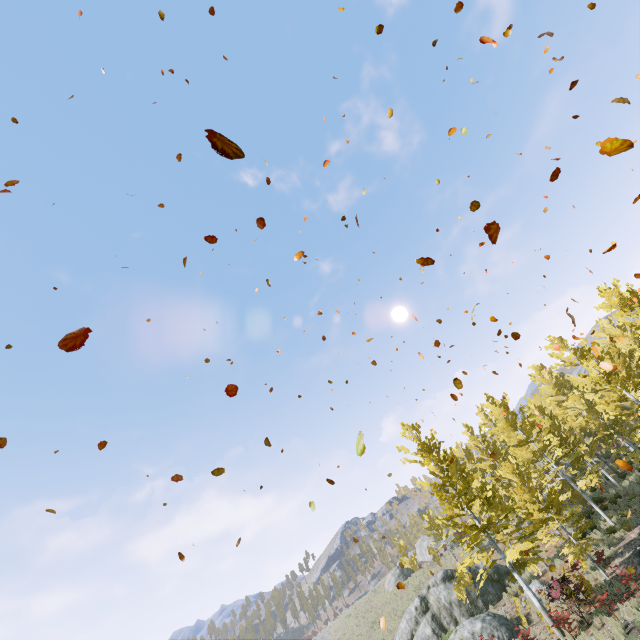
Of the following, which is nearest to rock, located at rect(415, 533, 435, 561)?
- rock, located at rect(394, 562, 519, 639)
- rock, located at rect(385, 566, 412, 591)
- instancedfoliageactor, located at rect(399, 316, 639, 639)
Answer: rock, located at rect(385, 566, 412, 591)

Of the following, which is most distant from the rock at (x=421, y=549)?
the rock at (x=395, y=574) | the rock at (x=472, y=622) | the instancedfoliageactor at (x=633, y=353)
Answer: the rock at (x=472, y=622)

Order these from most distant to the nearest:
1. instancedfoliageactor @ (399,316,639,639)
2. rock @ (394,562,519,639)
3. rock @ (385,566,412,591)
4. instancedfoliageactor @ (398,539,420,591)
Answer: rock @ (385,566,412,591) < instancedfoliageactor @ (398,539,420,591) < rock @ (394,562,519,639) < instancedfoliageactor @ (399,316,639,639)

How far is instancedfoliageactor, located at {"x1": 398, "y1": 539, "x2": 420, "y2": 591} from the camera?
30.7m

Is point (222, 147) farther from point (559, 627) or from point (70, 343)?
point (559, 627)

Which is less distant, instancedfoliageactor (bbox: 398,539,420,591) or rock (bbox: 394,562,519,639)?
rock (bbox: 394,562,519,639)

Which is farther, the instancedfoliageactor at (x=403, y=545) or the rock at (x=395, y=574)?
the rock at (x=395, y=574)
